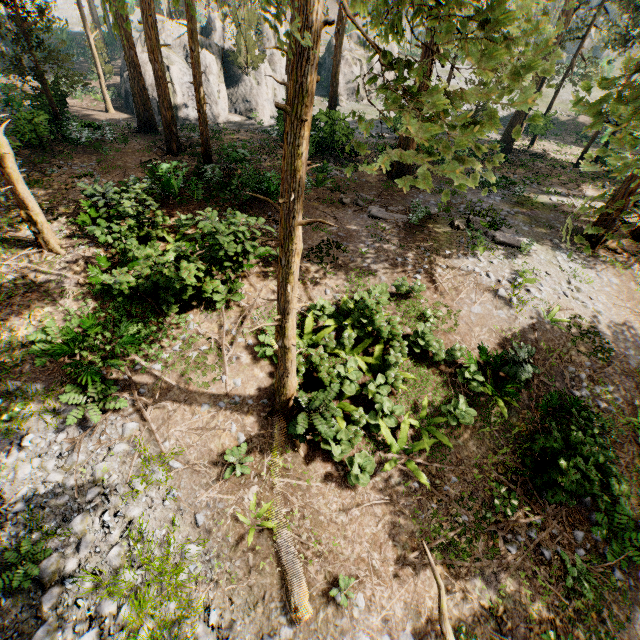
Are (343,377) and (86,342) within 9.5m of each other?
yes

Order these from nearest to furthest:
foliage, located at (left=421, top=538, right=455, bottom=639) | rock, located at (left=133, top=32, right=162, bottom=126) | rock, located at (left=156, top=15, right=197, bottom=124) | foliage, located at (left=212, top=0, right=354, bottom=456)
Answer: foliage, located at (left=421, top=538, right=455, bottom=639) → foliage, located at (left=212, top=0, right=354, bottom=456) → rock, located at (left=133, top=32, right=162, bottom=126) → rock, located at (left=156, top=15, right=197, bottom=124)

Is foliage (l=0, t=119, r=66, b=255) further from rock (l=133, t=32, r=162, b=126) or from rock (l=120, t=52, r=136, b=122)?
rock (l=120, t=52, r=136, b=122)

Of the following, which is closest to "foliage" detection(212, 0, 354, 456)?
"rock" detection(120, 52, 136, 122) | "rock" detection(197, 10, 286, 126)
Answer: "rock" detection(197, 10, 286, 126)

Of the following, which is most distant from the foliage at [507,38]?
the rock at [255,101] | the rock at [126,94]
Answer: the rock at [126,94]

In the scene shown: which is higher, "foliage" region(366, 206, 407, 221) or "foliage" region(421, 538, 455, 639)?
"foliage" region(421, 538, 455, 639)

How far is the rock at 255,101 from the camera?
31.8m
